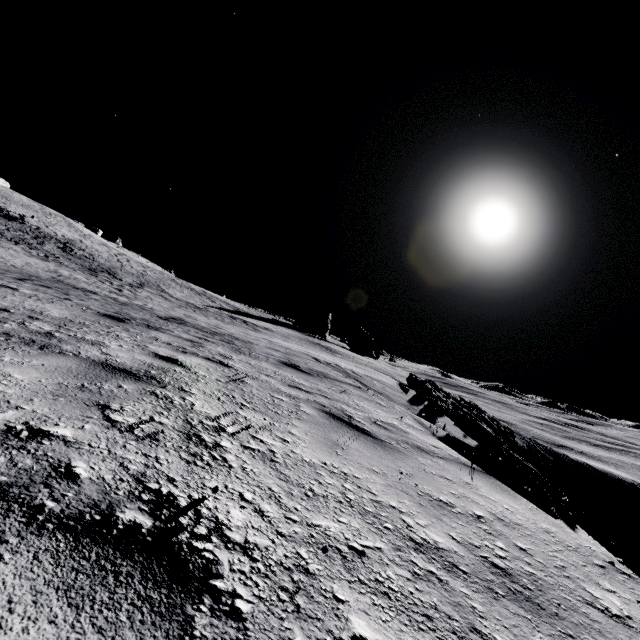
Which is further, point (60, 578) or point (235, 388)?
point (235, 388)
